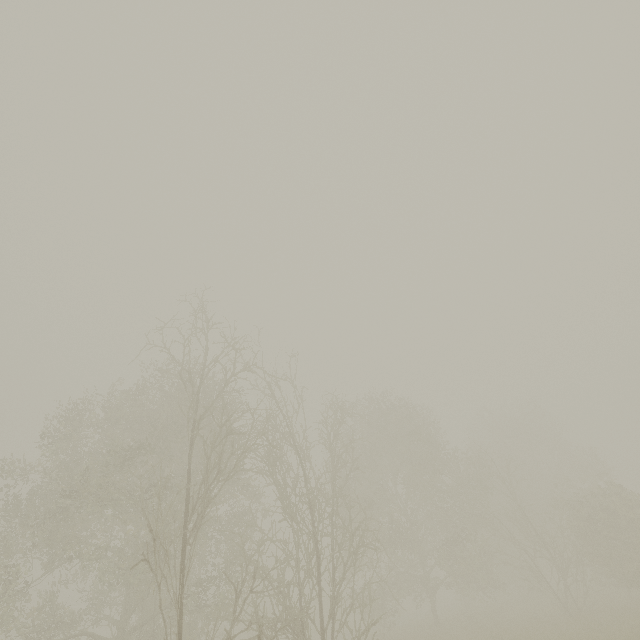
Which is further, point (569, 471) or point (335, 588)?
point (569, 471)
